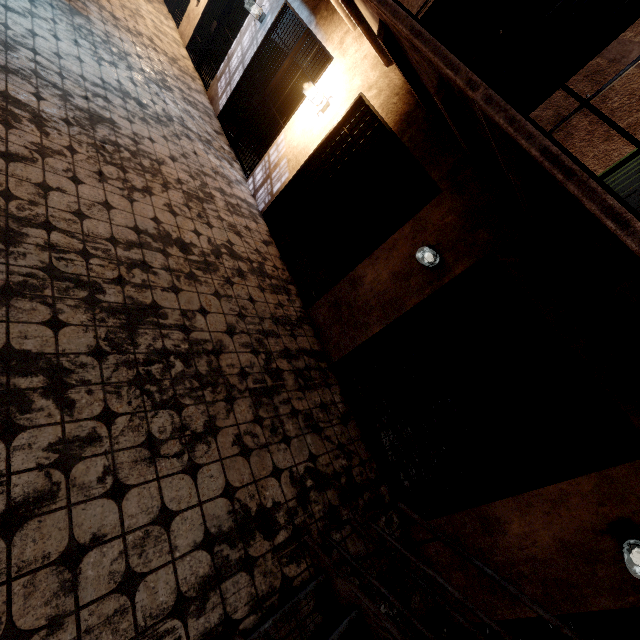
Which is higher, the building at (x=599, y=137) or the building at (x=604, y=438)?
the building at (x=599, y=137)

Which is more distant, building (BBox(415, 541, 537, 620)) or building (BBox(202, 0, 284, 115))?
building (BBox(202, 0, 284, 115))

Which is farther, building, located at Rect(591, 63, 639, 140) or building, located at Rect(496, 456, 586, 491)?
building, located at Rect(496, 456, 586, 491)

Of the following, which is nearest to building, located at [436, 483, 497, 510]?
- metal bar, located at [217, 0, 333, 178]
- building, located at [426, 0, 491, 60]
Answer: building, located at [426, 0, 491, 60]

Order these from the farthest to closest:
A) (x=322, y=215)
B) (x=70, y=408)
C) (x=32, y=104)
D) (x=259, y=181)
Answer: (x=259, y=181) < (x=322, y=215) < (x=32, y=104) < (x=70, y=408)

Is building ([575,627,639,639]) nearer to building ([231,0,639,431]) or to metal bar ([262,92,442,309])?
building ([231,0,639,431])

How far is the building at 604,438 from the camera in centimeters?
384cm

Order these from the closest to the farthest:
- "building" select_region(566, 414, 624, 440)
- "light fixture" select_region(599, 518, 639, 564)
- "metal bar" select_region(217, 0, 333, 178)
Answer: "light fixture" select_region(599, 518, 639, 564) < "building" select_region(566, 414, 624, 440) < "metal bar" select_region(217, 0, 333, 178)
